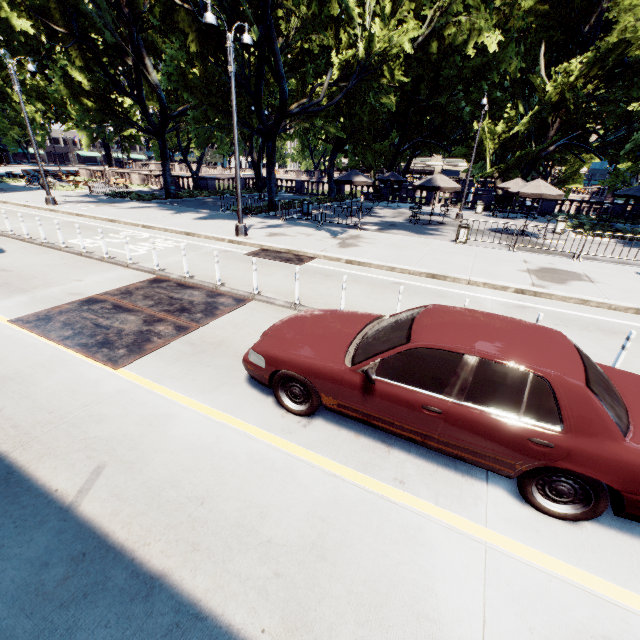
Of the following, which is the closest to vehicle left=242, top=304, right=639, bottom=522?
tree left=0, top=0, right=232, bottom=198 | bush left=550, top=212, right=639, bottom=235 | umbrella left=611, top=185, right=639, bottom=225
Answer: tree left=0, top=0, right=232, bottom=198

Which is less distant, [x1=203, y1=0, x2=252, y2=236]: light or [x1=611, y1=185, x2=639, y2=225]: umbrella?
[x1=203, y1=0, x2=252, y2=236]: light

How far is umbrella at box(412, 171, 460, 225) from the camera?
18.8 meters

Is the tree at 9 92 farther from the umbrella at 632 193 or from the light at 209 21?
the umbrella at 632 193

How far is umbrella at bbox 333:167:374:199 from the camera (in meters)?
20.59

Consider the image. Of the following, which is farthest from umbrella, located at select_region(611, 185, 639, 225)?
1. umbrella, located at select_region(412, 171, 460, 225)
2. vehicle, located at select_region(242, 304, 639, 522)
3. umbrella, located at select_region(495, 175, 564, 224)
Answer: vehicle, located at select_region(242, 304, 639, 522)

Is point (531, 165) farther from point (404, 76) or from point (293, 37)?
point (293, 37)

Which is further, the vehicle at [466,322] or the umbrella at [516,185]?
the umbrella at [516,185]
